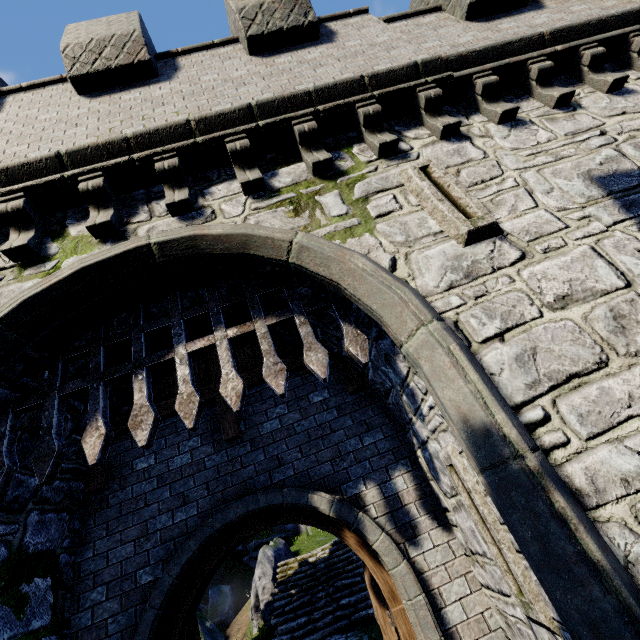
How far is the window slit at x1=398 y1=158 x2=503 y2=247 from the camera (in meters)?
3.59

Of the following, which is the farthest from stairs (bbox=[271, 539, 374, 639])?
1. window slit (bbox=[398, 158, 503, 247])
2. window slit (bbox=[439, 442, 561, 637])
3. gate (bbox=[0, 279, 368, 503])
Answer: window slit (bbox=[398, 158, 503, 247])

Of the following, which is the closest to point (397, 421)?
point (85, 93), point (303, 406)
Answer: point (303, 406)

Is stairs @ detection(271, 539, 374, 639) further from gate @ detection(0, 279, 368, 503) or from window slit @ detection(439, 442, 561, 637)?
window slit @ detection(439, 442, 561, 637)

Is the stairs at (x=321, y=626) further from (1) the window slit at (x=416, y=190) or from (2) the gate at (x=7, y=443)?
(1) the window slit at (x=416, y=190)

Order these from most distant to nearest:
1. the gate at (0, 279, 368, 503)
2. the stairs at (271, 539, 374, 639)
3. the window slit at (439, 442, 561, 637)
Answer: the stairs at (271, 539, 374, 639) < the gate at (0, 279, 368, 503) < the window slit at (439, 442, 561, 637)

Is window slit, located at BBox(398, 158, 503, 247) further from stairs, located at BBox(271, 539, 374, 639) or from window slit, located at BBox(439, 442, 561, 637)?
stairs, located at BBox(271, 539, 374, 639)

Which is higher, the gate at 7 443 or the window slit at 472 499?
the gate at 7 443
